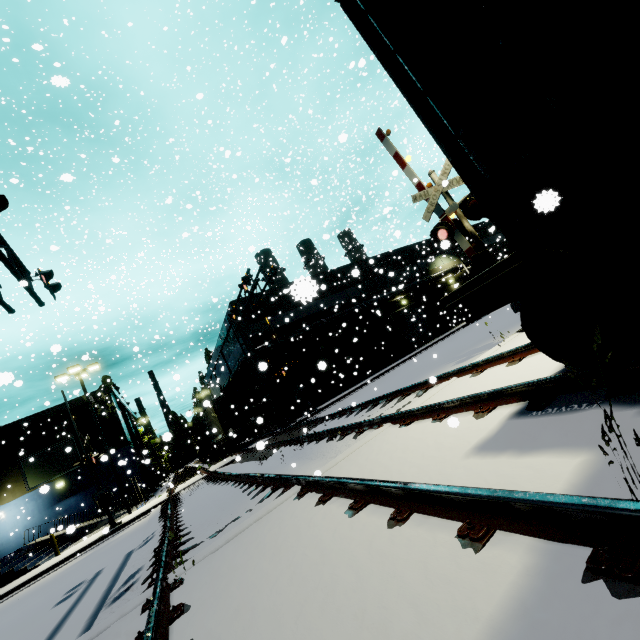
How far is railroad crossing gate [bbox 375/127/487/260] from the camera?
8.47m

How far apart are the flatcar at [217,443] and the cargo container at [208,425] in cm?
0

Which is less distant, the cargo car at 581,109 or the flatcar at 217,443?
the cargo car at 581,109

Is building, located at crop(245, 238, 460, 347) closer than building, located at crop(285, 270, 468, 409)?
Yes

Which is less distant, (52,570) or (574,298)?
(574,298)

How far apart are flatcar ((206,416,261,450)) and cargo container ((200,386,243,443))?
0.0 meters

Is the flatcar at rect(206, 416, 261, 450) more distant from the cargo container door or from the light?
the light

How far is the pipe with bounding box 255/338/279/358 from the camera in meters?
24.7
